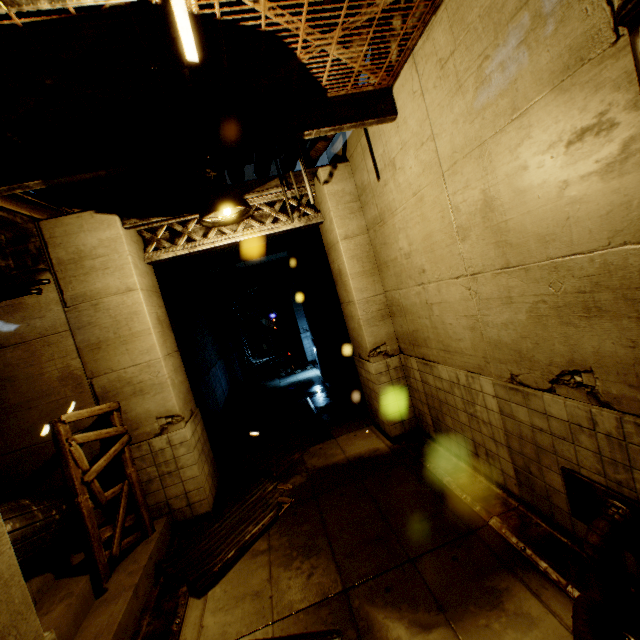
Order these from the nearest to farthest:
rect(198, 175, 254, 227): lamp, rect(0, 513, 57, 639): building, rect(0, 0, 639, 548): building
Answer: rect(0, 513, 57, 639): building
rect(0, 0, 639, 548): building
rect(198, 175, 254, 227): lamp

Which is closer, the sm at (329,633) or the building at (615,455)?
the building at (615,455)

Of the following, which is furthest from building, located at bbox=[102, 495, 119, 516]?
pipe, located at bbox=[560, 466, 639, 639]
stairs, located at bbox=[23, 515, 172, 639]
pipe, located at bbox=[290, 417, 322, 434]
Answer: pipe, located at bbox=[290, 417, 322, 434]

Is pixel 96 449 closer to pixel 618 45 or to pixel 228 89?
pixel 228 89

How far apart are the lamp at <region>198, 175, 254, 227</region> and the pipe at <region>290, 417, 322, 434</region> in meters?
6.0

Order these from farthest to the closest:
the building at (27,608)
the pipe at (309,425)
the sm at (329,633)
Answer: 1. the pipe at (309,425)
2. the sm at (329,633)
3. the building at (27,608)

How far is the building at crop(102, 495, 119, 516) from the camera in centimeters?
570cm
